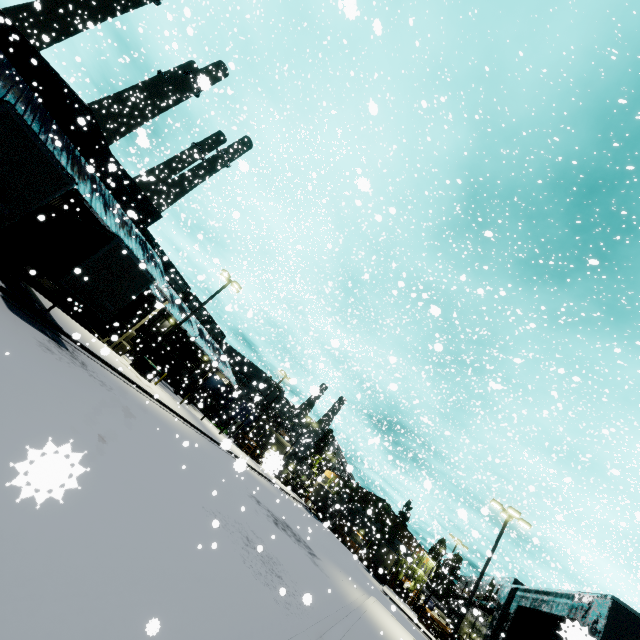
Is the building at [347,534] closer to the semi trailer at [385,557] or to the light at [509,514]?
the semi trailer at [385,557]

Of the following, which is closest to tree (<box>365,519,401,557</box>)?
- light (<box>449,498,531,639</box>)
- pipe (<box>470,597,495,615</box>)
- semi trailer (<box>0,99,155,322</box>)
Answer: semi trailer (<box>0,99,155,322</box>)

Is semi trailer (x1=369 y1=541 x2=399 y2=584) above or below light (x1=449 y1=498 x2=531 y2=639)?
below

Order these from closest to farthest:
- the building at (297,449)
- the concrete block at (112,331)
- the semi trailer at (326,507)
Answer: the building at (297,449) → the concrete block at (112,331) → the semi trailer at (326,507)

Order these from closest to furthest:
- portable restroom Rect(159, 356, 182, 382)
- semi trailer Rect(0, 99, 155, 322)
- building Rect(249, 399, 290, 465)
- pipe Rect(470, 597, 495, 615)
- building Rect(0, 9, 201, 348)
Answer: semi trailer Rect(0, 99, 155, 322) → building Rect(0, 9, 201, 348) → building Rect(249, 399, 290, 465) → pipe Rect(470, 597, 495, 615) → portable restroom Rect(159, 356, 182, 382)

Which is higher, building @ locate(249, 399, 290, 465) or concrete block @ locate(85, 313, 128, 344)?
building @ locate(249, 399, 290, 465)

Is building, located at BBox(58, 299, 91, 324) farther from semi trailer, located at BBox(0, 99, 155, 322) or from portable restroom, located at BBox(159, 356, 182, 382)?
portable restroom, located at BBox(159, 356, 182, 382)

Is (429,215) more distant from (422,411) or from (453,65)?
(422,411)
